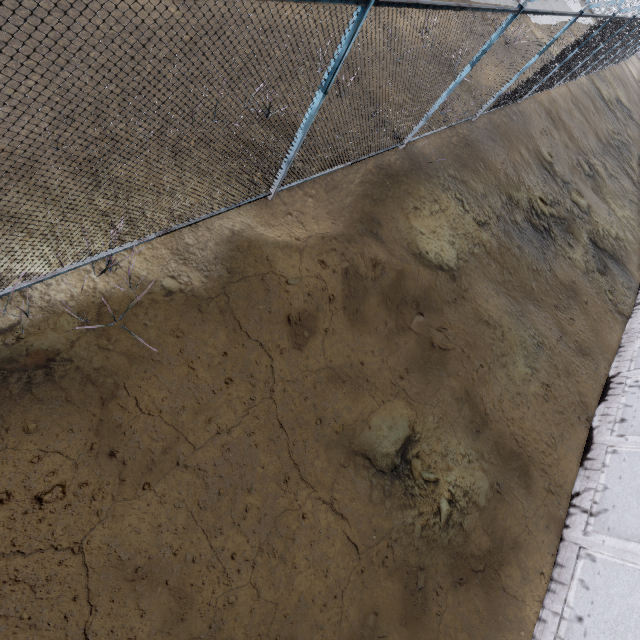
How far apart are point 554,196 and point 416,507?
11.5m
